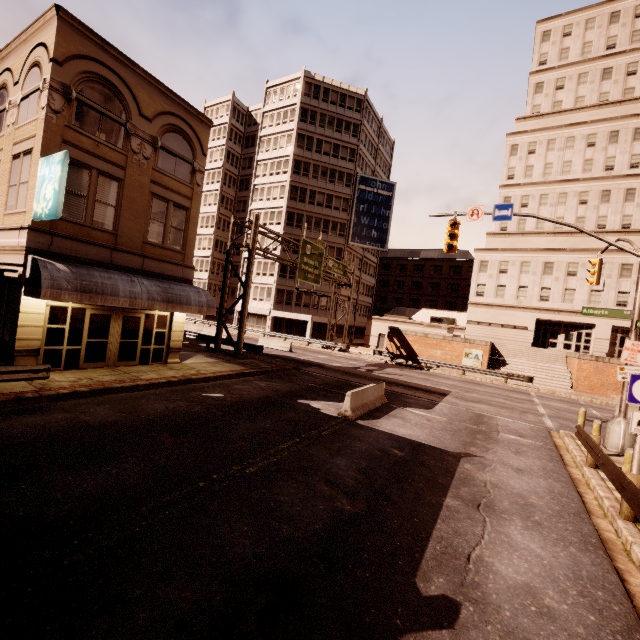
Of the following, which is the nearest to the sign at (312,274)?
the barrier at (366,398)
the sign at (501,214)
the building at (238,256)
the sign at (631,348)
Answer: the building at (238,256)

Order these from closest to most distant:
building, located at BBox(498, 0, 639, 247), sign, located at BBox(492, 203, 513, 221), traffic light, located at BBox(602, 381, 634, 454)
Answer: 1. traffic light, located at BBox(602, 381, 634, 454)
2. sign, located at BBox(492, 203, 513, 221)
3. building, located at BBox(498, 0, 639, 247)

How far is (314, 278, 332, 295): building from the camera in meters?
47.5

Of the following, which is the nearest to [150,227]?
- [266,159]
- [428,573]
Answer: [428,573]

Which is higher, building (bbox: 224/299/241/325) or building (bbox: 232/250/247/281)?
building (bbox: 232/250/247/281)

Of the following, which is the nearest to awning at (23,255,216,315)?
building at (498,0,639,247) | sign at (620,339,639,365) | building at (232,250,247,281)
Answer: sign at (620,339,639,365)

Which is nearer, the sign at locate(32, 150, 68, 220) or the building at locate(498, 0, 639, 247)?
the sign at locate(32, 150, 68, 220)

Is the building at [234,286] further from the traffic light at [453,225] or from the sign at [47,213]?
the sign at [47,213]
